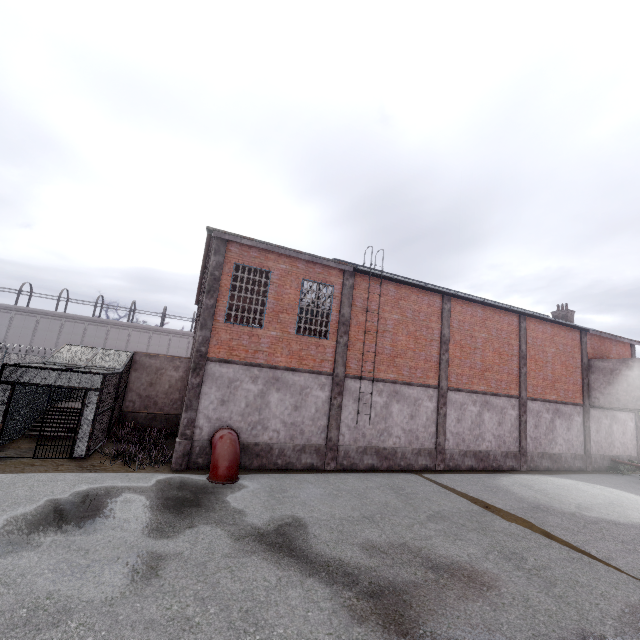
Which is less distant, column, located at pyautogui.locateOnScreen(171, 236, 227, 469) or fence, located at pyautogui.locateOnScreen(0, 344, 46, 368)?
column, located at pyautogui.locateOnScreen(171, 236, 227, 469)

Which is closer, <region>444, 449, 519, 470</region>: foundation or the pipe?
A: the pipe

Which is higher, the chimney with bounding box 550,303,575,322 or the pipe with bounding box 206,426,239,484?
the chimney with bounding box 550,303,575,322

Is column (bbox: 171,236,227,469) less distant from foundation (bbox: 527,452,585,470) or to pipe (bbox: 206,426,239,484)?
pipe (bbox: 206,426,239,484)

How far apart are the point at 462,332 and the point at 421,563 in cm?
1283

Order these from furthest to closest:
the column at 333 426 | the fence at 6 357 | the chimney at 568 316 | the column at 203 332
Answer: the fence at 6 357, the chimney at 568 316, the column at 333 426, the column at 203 332

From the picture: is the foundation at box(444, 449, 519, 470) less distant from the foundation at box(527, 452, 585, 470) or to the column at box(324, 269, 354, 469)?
the foundation at box(527, 452, 585, 470)

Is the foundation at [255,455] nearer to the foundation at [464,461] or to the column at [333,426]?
the column at [333,426]
